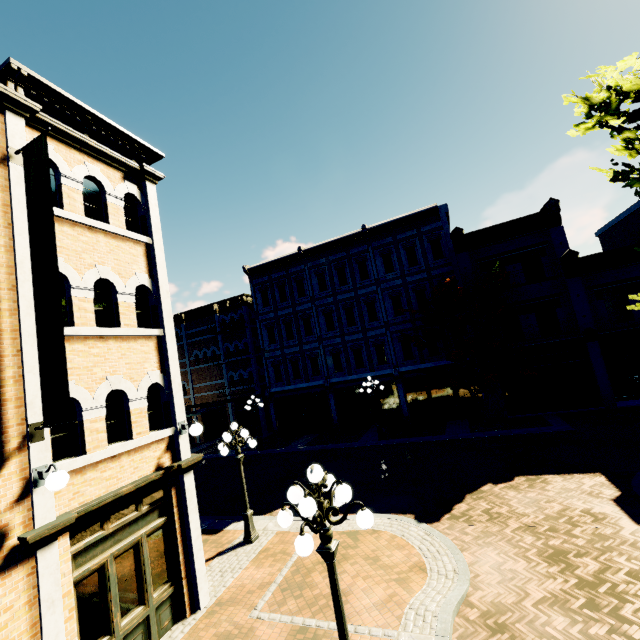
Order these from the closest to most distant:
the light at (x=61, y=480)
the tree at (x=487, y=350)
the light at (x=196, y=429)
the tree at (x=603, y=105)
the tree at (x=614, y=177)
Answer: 1. the light at (x=61, y=480)
2. the tree at (x=614, y=177)
3. the tree at (x=603, y=105)
4. the light at (x=196, y=429)
5. the tree at (x=487, y=350)

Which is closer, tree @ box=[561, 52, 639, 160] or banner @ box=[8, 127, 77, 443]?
banner @ box=[8, 127, 77, 443]

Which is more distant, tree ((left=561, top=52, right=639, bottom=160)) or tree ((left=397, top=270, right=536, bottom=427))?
tree ((left=397, top=270, right=536, bottom=427))

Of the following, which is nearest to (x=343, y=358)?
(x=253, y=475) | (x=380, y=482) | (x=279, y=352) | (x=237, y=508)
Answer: (x=279, y=352)

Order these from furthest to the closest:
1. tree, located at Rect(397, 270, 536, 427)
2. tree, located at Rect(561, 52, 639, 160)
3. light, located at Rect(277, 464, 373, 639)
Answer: tree, located at Rect(397, 270, 536, 427), tree, located at Rect(561, 52, 639, 160), light, located at Rect(277, 464, 373, 639)

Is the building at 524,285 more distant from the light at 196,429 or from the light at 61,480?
the light at 61,480

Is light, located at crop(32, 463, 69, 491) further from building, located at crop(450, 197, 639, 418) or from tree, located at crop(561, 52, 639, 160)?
building, located at crop(450, 197, 639, 418)

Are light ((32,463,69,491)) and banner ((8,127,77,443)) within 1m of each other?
yes
